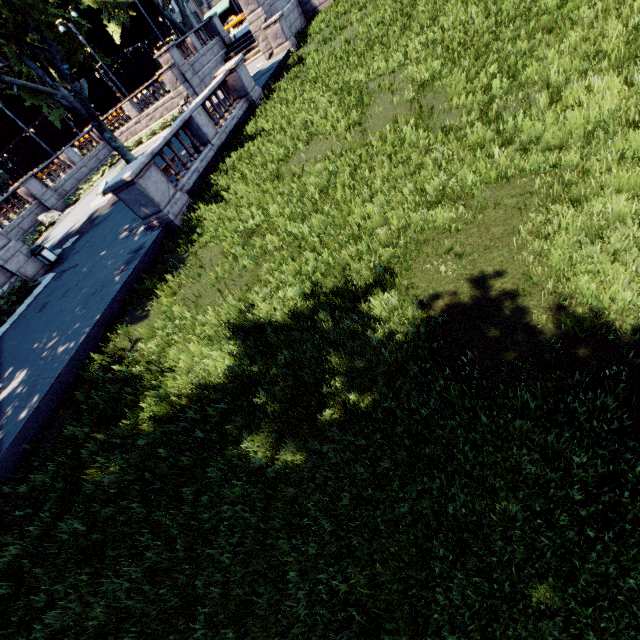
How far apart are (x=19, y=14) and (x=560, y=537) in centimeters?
2574cm

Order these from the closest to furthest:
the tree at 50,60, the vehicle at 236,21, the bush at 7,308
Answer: the bush at 7,308
the tree at 50,60
the vehicle at 236,21

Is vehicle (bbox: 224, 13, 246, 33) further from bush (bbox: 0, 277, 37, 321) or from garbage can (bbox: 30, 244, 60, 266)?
bush (bbox: 0, 277, 37, 321)

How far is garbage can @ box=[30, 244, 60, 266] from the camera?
15.35m

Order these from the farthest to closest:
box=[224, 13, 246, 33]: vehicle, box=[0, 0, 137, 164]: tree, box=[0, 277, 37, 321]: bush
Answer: box=[224, 13, 246, 33]: vehicle
box=[0, 0, 137, 164]: tree
box=[0, 277, 37, 321]: bush

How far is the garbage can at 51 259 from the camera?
15.35m

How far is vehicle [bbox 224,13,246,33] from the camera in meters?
48.4
